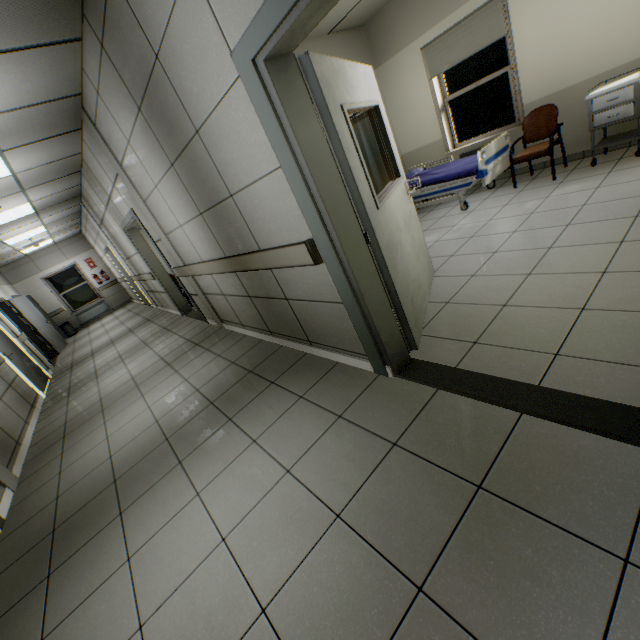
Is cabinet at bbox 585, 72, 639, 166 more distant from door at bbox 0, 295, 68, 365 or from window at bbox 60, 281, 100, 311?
window at bbox 60, 281, 100, 311

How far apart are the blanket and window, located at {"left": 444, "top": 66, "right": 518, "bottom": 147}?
0.7m

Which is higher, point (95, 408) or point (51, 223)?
point (51, 223)

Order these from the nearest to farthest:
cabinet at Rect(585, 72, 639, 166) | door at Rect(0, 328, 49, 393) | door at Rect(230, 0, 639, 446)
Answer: door at Rect(230, 0, 639, 446), cabinet at Rect(585, 72, 639, 166), door at Rect(0, 328, 49, 393)

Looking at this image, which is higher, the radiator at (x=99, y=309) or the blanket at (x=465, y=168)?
Result: the blanket at (x=465, y=168)

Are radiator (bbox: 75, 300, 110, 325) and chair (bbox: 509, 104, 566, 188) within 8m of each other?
no

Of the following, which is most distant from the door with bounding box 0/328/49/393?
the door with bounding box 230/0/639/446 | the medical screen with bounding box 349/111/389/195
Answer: the door with bounding box 230/0/639/446

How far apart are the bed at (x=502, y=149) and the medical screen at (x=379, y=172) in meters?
0.8
